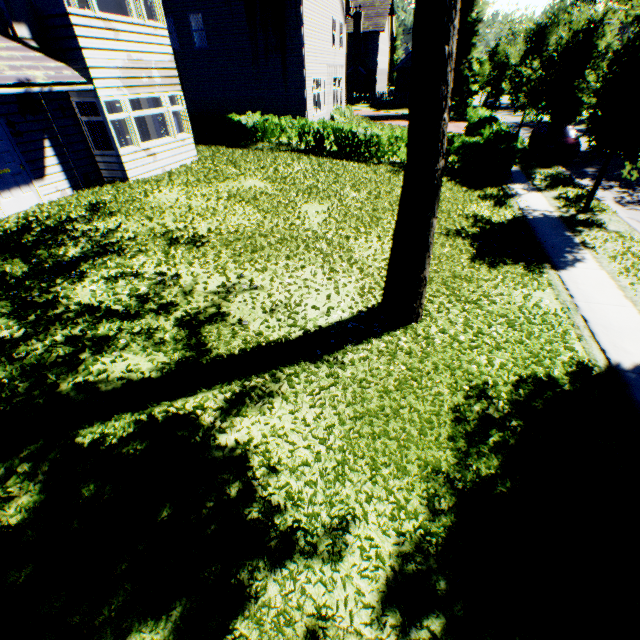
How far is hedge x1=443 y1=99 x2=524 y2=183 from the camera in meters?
14.4

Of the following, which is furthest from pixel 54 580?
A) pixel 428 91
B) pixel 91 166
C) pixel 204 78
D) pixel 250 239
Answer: pixel 204 78

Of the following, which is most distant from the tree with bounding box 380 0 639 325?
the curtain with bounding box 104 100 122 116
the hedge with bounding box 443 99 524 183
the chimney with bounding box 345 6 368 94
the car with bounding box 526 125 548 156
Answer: the curtain with bounding box 104 100 122 116

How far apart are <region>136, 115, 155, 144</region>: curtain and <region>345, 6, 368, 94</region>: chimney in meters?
35.6

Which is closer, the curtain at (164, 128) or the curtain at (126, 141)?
the curtain at (126, 141)

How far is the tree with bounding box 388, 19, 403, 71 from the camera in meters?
56.6 m

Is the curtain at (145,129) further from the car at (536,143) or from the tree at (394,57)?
the car at (536,143)

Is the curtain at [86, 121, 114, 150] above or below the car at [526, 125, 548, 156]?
above
